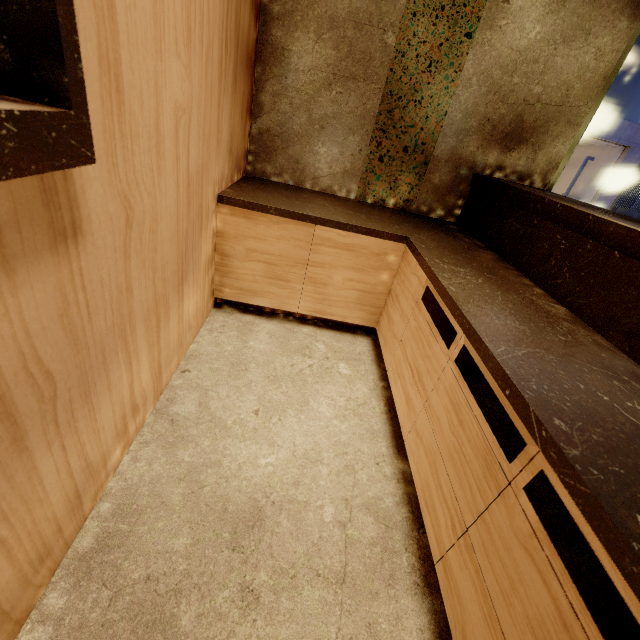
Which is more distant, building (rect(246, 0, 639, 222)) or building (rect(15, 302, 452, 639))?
building (rect(246, 0, 639, 222))

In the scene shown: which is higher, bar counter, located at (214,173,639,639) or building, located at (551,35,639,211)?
building, located at (551,35,639,211)

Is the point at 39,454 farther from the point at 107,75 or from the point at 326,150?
the point at 326,150

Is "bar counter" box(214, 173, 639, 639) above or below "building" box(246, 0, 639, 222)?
below

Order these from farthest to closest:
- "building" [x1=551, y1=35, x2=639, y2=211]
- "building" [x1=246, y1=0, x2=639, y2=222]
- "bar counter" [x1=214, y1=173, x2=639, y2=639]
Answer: "building" [x1=551, y1=35, x2=639, y2=211], "building" [x1=246, y1=0, x2=639, y2=222], "bar counter" [x1=214, y1=173, x2=639, y2=639]

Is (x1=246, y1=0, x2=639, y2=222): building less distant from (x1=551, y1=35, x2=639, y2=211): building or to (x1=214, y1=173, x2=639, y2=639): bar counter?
(x1=214, y1=173, x2=639, y2=639): bar counter

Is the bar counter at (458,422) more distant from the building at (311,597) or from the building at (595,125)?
the building at (595,125)
